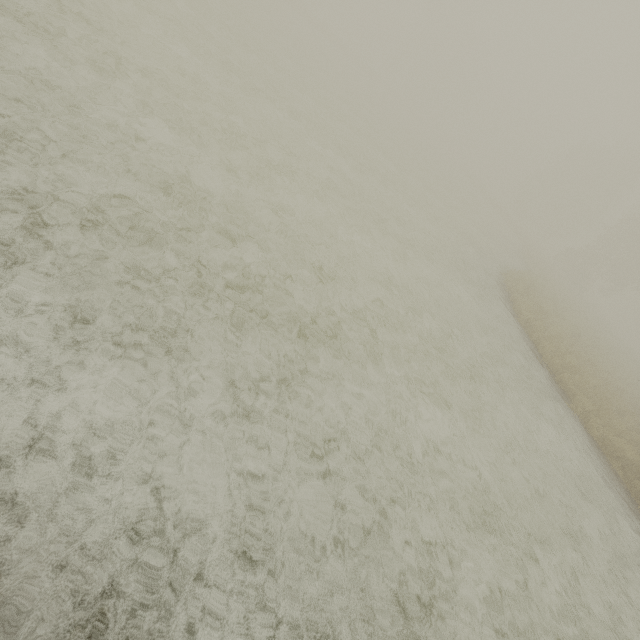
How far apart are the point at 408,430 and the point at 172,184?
6.0m
